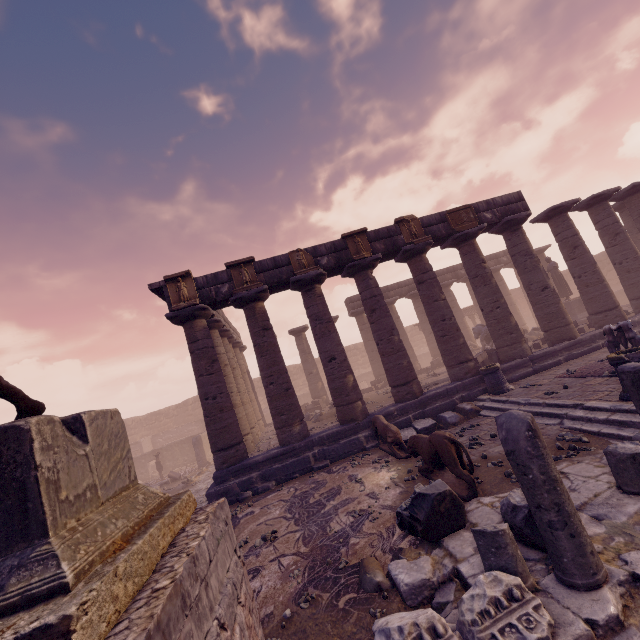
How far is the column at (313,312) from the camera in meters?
10.9 m

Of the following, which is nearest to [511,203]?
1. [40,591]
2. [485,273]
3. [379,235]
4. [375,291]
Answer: [485,273]

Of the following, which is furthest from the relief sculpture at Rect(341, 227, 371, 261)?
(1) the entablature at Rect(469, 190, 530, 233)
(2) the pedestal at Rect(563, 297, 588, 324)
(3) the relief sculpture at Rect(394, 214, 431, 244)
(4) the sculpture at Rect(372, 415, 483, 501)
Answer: (2) the pedestal at Rect(563, 297, 588, 324)

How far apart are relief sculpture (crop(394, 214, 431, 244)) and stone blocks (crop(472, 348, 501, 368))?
5.2m

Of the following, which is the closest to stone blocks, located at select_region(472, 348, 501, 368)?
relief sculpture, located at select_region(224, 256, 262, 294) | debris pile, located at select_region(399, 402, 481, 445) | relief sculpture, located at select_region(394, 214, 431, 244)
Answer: debris pile, located at select_region(399, 402, 481, 445)

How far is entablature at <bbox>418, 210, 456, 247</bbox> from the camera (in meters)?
12.67

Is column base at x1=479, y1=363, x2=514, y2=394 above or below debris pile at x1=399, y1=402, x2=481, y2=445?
above

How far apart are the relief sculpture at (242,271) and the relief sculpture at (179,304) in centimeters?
114cm
